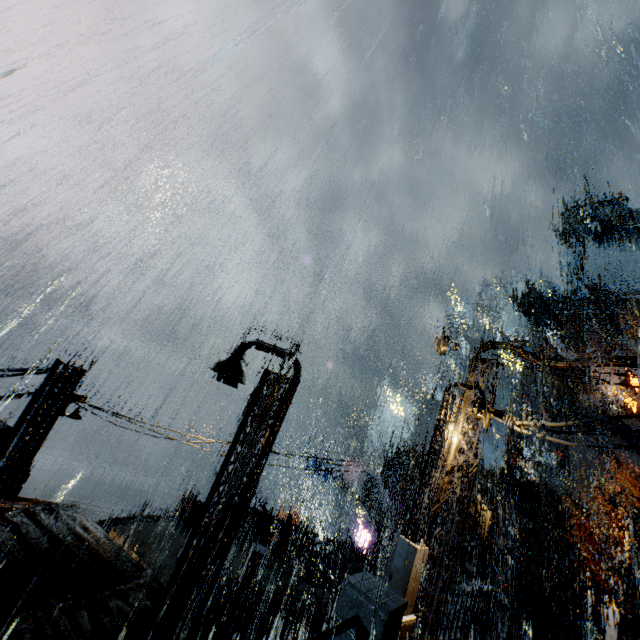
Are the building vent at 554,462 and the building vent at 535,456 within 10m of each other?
yes

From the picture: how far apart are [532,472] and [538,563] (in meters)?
16.72

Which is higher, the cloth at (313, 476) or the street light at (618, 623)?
the street light at (618, 623)

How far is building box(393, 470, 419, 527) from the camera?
27.7m

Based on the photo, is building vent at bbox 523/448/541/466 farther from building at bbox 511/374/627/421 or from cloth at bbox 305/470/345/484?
cloth at bbox 305/470/345/484

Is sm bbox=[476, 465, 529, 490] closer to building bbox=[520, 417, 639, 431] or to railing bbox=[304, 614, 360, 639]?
building bbox=[520, 417, 639, 431]

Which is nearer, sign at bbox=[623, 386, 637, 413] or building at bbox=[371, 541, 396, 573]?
building at bbox=[371, 541, 396, 573]
